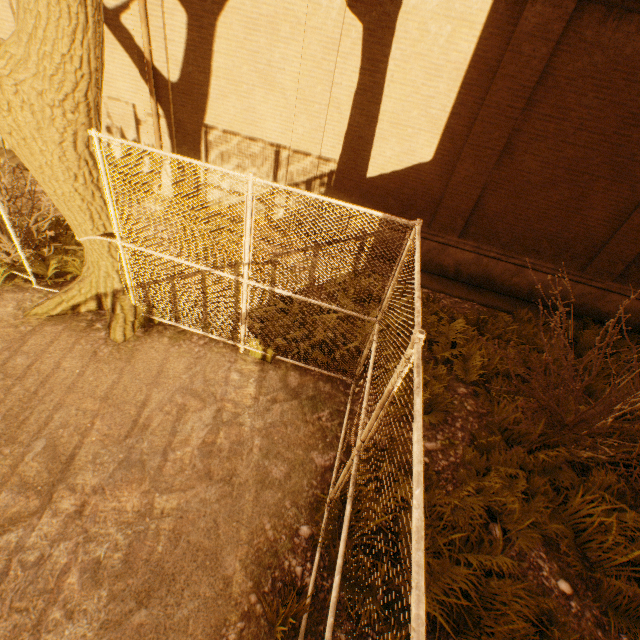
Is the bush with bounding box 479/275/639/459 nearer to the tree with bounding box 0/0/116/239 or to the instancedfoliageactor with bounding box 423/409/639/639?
the instancedfoliageactor with bounding box 423/409/639/639

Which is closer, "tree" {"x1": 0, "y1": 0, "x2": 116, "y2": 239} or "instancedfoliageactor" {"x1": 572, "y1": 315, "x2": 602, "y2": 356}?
"tree" {"x1": 0, "y1": 0, "x2": 116, "y2": 239}

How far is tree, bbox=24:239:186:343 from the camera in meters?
5.3 m

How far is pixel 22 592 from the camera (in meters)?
2.92

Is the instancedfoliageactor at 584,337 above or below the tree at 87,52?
below

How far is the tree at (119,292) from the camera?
5.3 meters

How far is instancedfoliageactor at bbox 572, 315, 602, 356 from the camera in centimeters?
741cm

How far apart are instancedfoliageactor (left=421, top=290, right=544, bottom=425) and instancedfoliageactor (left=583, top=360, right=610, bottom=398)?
2.0m
